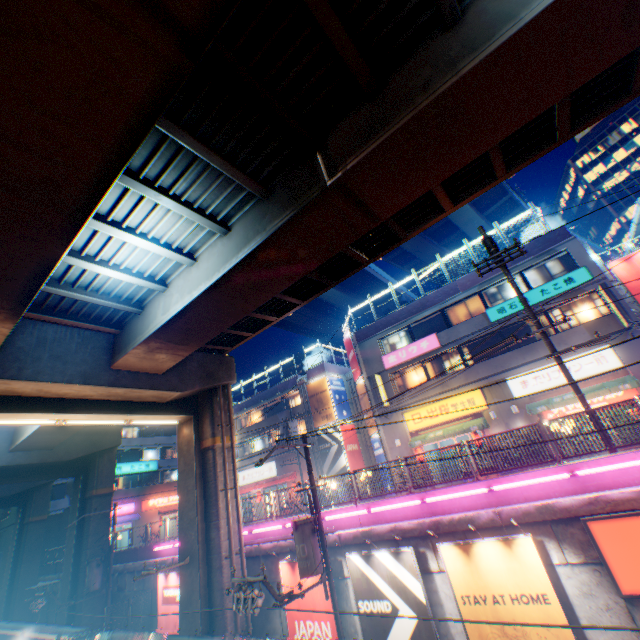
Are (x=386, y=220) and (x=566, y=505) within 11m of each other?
yes

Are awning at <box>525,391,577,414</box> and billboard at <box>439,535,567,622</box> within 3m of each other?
no

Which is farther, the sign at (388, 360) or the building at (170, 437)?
the building at (170, 437)

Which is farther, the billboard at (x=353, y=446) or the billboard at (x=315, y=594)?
the billboard at (x=353, y=446)

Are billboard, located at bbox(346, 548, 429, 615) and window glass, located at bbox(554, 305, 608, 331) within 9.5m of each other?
no

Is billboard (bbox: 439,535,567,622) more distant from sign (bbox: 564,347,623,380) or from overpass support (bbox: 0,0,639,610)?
sign (bbox: 564,347,623,380)

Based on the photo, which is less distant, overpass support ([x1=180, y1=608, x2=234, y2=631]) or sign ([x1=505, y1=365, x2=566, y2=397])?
overpass support ([x1=180, y1=608, x2=234, y2=631])

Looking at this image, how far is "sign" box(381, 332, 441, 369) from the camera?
23.06m
